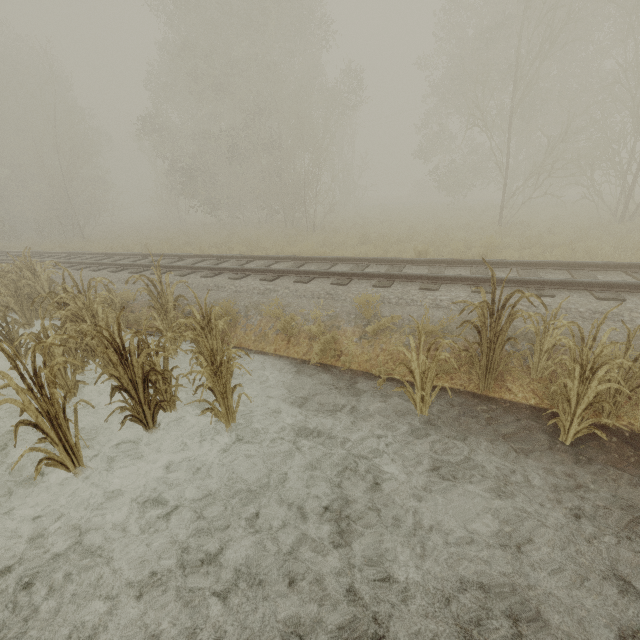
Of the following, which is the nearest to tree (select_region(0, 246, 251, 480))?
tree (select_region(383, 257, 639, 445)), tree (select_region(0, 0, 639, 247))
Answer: tree (select_region(383, 257, 639, 445))

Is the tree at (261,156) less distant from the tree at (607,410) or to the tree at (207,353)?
the tree at (207,353)

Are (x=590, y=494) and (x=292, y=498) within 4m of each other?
yes

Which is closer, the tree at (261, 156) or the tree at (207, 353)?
the tree at (207, 353)

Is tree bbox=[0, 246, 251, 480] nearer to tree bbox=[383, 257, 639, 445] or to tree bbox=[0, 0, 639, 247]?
tree bbox=[383, 257, 639, 445]
